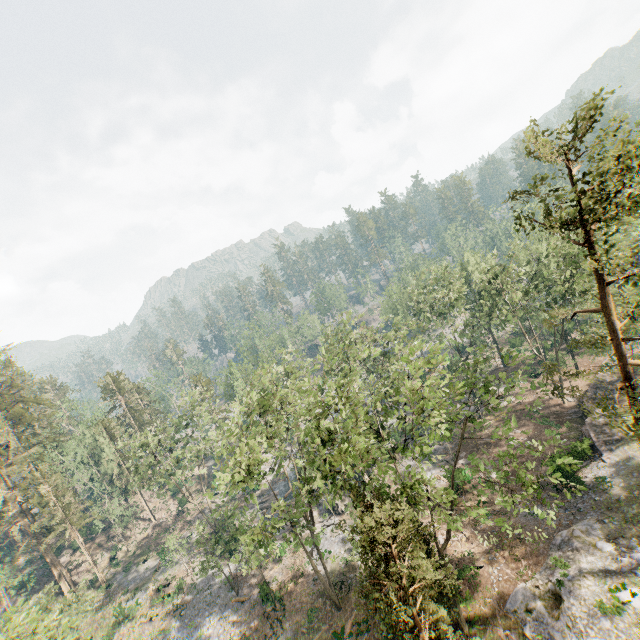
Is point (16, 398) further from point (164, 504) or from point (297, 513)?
point (297, 513)

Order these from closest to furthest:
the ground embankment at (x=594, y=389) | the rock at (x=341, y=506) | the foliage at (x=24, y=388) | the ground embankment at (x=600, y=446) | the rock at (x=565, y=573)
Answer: the foliage at (x=24, y=388), the rock at (x=565, y=573), the ground embankment at (x=600, y=446), the ground embankment at (x=594, y=389), the rock at (x=341, y=506)

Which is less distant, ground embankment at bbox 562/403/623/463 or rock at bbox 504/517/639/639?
rock at bbox 504/517/639/639

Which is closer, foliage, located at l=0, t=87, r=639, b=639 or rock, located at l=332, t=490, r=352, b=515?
foliage, located at l=0, t=87, r=639, b=639

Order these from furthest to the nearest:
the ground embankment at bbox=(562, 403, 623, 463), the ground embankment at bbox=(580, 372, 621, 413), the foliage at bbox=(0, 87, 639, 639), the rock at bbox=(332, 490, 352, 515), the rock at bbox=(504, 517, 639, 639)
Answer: the rock at bbox=(332, 490, 352, 515) → the ground embankment at bbox=(580, 372, 621, 413) → the ground embankment at bbox=(562, 403, 623, 463) → the rock at bbox=(504, 517, 639, 639) → the foliage at bbox=(0, 87, 639, 639)

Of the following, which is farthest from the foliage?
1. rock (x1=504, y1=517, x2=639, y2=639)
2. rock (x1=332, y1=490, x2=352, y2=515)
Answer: rock (x1=332, y1=490, x2=352, y2=515)

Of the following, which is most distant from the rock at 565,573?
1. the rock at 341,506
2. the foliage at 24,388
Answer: the rock at 341,506
